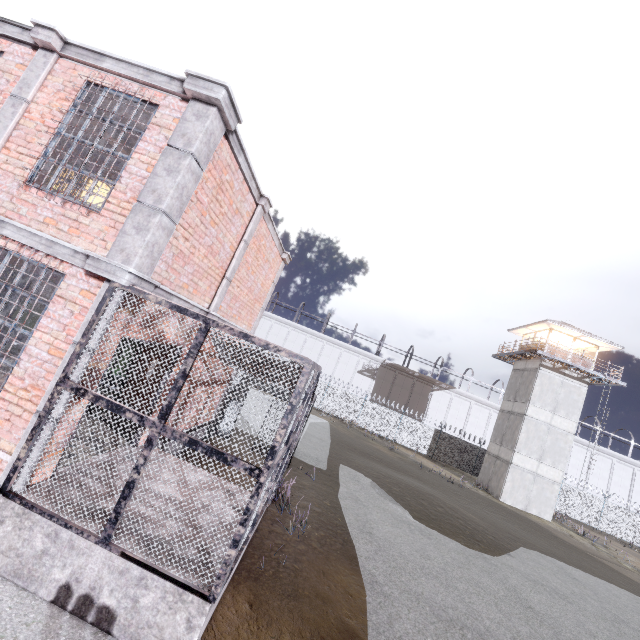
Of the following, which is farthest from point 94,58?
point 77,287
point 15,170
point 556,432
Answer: point 556,432

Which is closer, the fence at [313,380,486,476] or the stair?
the stair

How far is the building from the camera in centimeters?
2505cm

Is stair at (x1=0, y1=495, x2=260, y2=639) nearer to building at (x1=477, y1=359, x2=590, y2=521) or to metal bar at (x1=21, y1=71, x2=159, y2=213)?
metal bar at (x1=21, y1=71, x2=159, y2=213)

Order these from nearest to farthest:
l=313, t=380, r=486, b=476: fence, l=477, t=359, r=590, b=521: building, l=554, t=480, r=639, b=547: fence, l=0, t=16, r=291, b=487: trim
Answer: l=0, t=16, r=291, b=487: trim → l=477, t=359, r=590, b=521: building → l=554, t=480, r=639, b=547: fence → l=313, t=380, r=486, b=476: fence

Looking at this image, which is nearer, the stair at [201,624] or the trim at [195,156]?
the stair at [201,624]

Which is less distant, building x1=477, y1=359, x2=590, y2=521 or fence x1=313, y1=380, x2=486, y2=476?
building x1=477, y1=359, x2=590, y2=521

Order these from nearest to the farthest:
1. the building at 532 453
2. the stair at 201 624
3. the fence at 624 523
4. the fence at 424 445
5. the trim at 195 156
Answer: the stair at 201 624 → the trim at 195 156 → the building at 532 453 → the fence at 624 523 → the fence at 424 445
